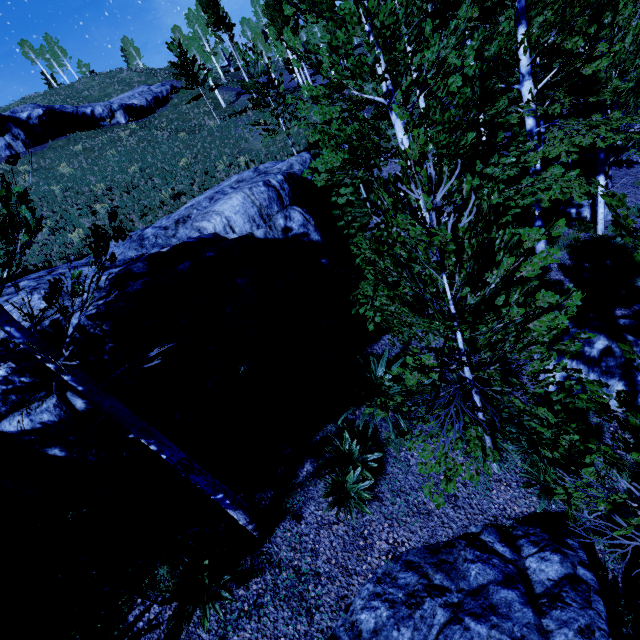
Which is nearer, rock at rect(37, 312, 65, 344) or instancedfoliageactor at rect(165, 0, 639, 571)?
instancedfoliageactor at rect(165, 0, 639, 571)

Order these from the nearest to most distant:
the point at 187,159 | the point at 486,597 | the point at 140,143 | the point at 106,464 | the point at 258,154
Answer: the point at 486,597 → the point at 106,464 → the point at 258,154 → the point at 187,159 → the point at 140,143

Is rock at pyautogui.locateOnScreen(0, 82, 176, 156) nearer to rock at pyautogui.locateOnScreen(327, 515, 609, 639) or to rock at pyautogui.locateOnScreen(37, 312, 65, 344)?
rock at pyautogui.locateOnScreen(37, 312, 65, 344)

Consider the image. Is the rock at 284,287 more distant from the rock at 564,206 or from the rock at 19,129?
the rock at 19,129

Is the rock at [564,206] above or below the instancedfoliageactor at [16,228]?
below

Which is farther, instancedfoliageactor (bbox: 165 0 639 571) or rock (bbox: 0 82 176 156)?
rock (bbox: 0 82 176 156)

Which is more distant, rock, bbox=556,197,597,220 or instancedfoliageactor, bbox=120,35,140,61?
instancedfoliageactor, bbox=120,35,140,61

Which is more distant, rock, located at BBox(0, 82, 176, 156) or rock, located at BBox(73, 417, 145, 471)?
rock, located at BBox(0, 82, 176, 156)
